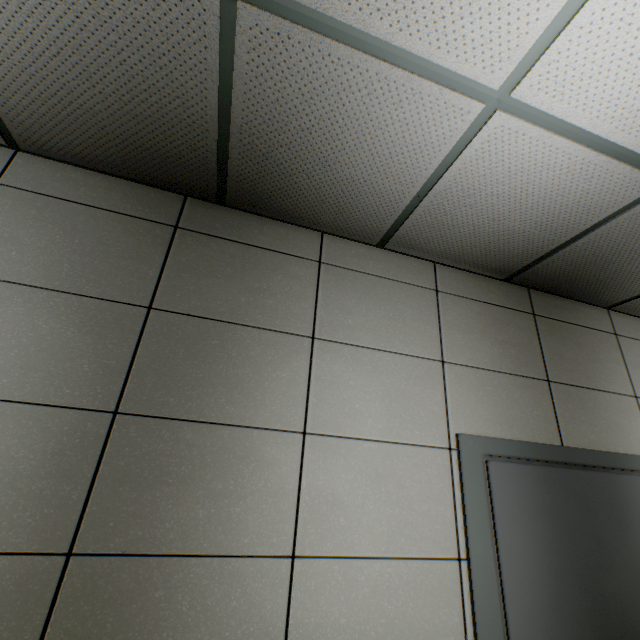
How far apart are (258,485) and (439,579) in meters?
0.9
